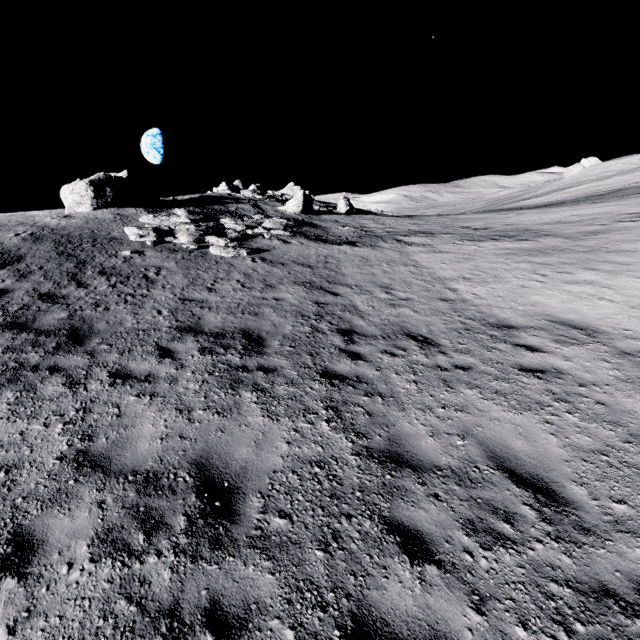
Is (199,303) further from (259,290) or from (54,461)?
(54,461)

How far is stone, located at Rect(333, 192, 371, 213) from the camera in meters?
36.1 m

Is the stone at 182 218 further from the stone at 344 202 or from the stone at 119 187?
the stone at 344 202

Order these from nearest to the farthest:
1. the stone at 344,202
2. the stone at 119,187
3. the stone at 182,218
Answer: the stone at 182,218, the stone at 119,187, the stone at 344,202

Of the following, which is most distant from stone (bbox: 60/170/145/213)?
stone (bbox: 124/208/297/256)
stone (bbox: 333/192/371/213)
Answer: stone (bbox: 333/192/371/213)

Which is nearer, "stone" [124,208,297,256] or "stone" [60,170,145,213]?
"stone" [124,208,297,256]

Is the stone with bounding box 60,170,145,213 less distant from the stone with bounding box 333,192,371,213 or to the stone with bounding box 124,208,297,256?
the stone with bounding box 124,208,297,256
